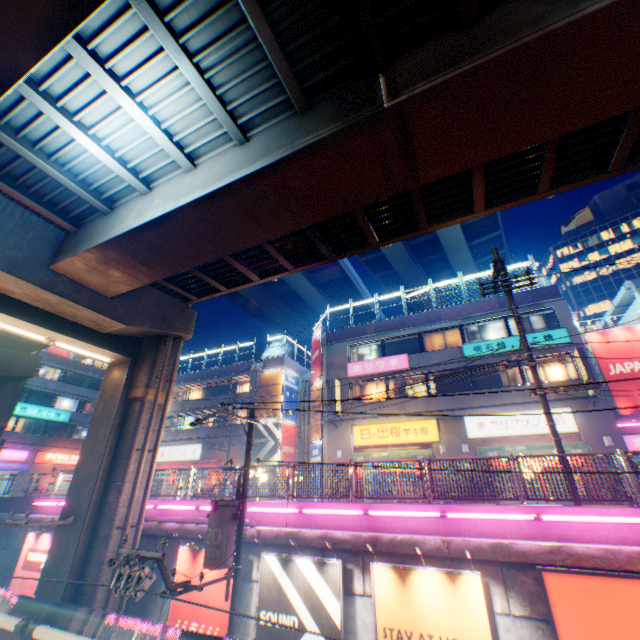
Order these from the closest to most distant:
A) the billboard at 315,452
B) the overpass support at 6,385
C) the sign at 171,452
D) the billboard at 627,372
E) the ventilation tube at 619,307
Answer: the overpass support at 6,385
the billboard at 627,372
the ventilation tube at 619,307
the billboard at 315,452
the sign at 171,452

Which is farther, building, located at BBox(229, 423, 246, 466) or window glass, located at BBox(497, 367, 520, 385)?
building, located at BBox(229, 423, 246, 466)

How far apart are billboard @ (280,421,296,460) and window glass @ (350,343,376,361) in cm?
829

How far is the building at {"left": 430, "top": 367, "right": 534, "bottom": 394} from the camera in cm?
1894

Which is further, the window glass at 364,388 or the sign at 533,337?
the window glass at 364,388

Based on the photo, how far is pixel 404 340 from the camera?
23.86m

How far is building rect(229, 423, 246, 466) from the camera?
28.1m

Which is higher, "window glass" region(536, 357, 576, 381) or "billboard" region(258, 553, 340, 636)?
"window glass" region(536, 357, 576, 381)
